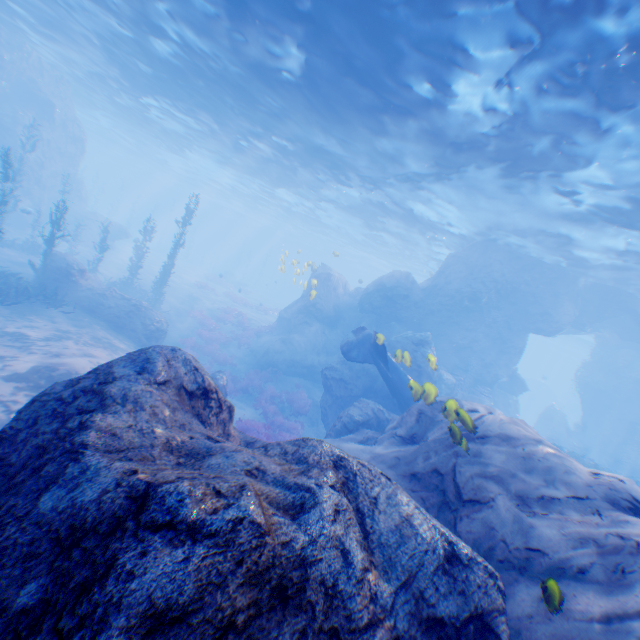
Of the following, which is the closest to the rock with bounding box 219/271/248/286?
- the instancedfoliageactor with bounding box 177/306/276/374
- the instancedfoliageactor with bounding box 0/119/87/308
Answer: the instancedfoliageactor with bounding box 177/306/276/374

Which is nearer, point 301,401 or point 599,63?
point 599,63

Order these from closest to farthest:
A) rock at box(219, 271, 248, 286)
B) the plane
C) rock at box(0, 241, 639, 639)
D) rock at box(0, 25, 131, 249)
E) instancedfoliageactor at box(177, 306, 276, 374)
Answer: rock at box(0, 241, 639, 639)
the plane
instancedfoliageactor at box(177, 306, 276, 374)
rock at box(0, 25, 131, 249)
rock at box(219, 271, 248, 286)

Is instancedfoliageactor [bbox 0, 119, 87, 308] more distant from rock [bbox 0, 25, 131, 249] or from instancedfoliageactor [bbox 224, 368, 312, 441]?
instancedfoliageactor [bbox 224, 368, 312, 441]

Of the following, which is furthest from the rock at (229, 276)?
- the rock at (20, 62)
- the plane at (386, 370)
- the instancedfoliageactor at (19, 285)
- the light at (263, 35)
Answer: the plane at (386, 370)

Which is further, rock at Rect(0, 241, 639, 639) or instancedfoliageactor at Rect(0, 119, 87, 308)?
instancedfoliageactor at Rect(0, 119, 87, 308)

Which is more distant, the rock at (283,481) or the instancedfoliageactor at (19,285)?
the instancedfoliageactor at (19,285)

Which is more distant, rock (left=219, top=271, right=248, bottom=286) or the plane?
rock (left=219, top=271, right=248, bottom=286)
